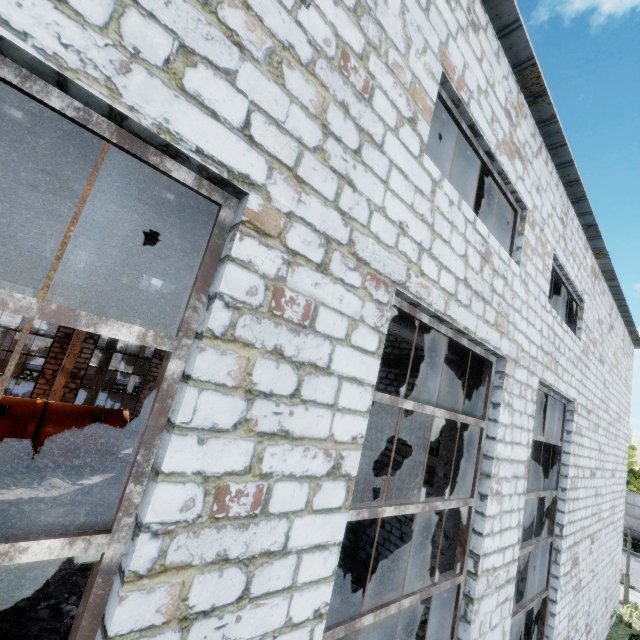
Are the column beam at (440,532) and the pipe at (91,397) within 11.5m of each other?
no

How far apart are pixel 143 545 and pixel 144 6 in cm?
275

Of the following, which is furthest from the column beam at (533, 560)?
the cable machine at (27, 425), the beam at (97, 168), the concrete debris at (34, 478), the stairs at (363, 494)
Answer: the cable machine at (27, 425)

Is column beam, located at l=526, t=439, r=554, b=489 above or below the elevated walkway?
above

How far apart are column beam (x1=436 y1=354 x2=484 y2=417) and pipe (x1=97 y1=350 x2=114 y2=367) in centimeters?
1748cm

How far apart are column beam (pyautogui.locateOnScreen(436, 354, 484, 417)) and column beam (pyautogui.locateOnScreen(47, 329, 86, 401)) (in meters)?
16.45

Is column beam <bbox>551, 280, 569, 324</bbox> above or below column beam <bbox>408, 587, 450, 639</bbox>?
above

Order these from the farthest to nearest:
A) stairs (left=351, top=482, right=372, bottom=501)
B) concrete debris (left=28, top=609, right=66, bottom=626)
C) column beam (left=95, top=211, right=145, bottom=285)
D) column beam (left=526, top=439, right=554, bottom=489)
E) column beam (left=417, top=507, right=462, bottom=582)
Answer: column beam (left=95, top=211, right=145, bottom=285)
stairs (left=351, top=482, right=372, bottom=501)
column beam (left=526, top=439, right=554, bottom=489)
concrete debris (left=28, top=609, right=66, bottom=626)
column beam (left=417, top=507, right=462, bottom=582)
